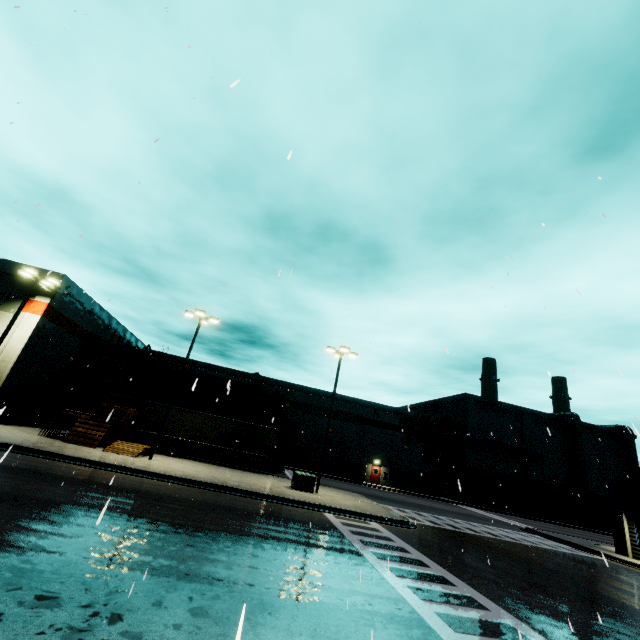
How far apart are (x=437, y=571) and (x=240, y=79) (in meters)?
13.26

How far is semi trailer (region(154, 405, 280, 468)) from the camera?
25.1m

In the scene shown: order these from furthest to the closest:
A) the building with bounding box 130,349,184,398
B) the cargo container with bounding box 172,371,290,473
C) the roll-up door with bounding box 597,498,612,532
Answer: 1. the roll-up door with bounding box 597,498,612,532
2. the building with bounding box 130,349,184,398
3. the cargo container with bounding box 172,371,290,473

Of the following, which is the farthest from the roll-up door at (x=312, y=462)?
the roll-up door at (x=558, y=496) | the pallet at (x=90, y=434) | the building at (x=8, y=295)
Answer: the pallet at (x=90, y=434)

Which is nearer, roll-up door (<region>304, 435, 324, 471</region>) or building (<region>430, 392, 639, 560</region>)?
building (<region>430, 392, 639, 560</region>)

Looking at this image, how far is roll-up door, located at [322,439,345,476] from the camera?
44.0 meters

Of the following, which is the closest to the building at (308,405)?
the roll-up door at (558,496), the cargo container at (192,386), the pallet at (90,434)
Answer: the roll-up door at (558,496)

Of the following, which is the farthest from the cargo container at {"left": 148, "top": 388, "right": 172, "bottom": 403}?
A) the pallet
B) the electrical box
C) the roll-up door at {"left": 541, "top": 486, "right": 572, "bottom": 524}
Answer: the roll-up door at {"left": 541, "top": 486, "right": 572, "bottom": 524}
